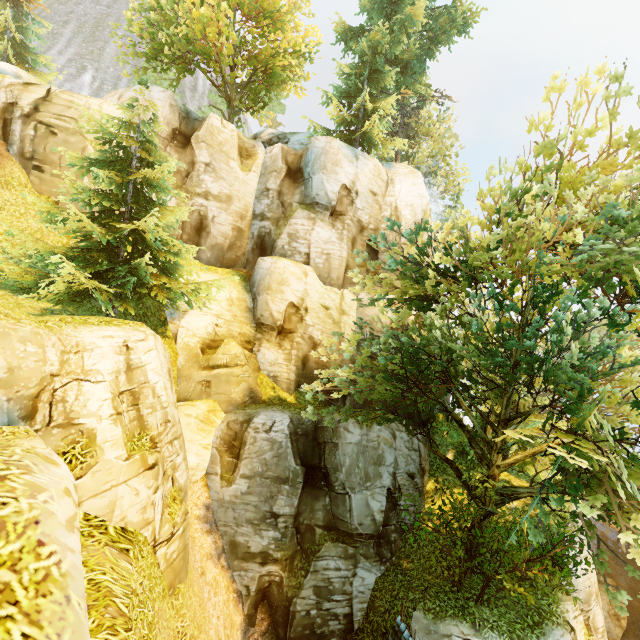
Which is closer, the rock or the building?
the building

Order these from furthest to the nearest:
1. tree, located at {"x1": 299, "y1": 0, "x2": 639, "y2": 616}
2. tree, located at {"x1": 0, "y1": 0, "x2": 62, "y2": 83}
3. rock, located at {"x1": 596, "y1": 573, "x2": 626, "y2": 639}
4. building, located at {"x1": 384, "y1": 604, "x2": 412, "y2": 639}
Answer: A:
rock, located at {"x1": 596, "y1": 573, "x2": 626, "y2": 639}
tree, located at {"x1": 0, "y1": 0, "x2": 62, "y2": 83}
building, located at {"x1": 384, "y1": 604, "x2": 412, "y2": 639}
tree, located at {"x1": 299, "y1": 0, "x2": 639, "y2": 616}

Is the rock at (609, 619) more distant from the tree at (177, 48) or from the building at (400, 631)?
the building at (400, 631)

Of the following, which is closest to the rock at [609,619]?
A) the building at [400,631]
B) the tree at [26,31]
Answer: the tree at [26,31]

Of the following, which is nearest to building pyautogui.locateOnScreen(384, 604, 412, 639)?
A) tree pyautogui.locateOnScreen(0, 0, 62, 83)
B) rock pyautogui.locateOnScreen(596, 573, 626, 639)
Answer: tree pyautogui.locateOnScreen(0, 0, 62, 83)

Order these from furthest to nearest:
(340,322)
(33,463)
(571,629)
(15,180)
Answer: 1. (340,322)
2. (15,180)
3. (571,629)
4. (33,463)
